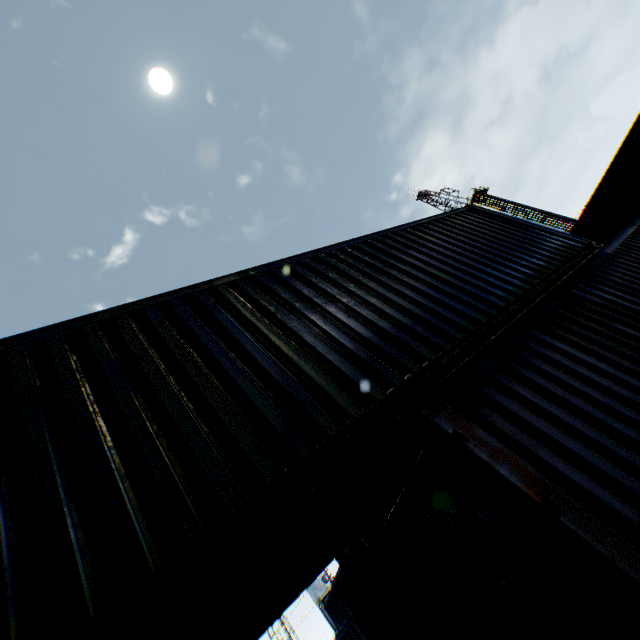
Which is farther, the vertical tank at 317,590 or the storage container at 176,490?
the vertical tank at 317,590

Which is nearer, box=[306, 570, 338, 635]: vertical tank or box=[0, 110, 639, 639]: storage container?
box=[0, 110, 639, 639]: storage container

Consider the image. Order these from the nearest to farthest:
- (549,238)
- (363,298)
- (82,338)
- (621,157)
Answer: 1. (82,338)
2. (363,298)
3. (549,238)
4. (621,157)

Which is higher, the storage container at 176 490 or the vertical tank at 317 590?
the vertical tank at 317 590

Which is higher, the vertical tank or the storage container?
the vertical tank
